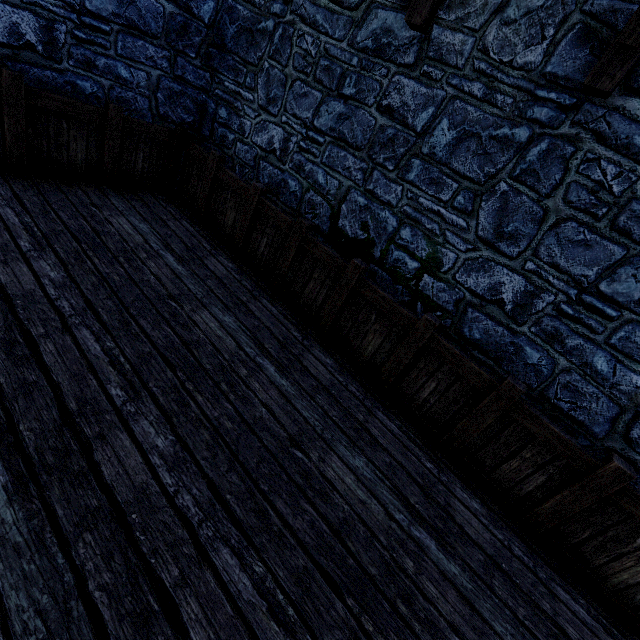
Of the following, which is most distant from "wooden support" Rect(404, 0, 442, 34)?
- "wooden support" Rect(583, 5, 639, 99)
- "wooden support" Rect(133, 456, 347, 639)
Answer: "wooden support" Rect(133, 456, 347, 639)

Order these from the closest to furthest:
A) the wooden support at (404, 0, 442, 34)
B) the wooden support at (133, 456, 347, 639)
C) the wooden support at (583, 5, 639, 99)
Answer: the wooden support at (133, 456, 347, 639), the wooden support at (583, 5, 639, 99), the wooden support at (404, 0, 442, 34)

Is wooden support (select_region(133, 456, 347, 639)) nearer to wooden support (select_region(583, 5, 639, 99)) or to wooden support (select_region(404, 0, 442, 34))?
wooden support (select_region(583, 5, 639, 99))

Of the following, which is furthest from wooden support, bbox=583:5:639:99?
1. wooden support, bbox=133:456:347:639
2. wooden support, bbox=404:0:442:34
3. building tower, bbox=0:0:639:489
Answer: wooden support, bbox=133:456:347:639

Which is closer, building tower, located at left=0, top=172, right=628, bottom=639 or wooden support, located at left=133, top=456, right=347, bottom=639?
wooden support, located at left=133, top=456, right=347, bottom=639

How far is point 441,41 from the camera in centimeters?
304cm

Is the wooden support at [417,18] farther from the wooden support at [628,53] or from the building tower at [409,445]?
the wooden support at [628,53]

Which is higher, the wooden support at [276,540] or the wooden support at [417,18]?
the wooden support at [417,18]
